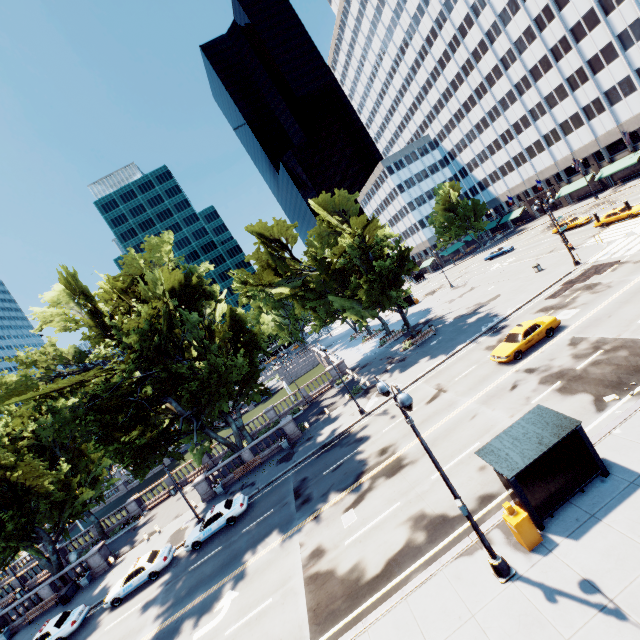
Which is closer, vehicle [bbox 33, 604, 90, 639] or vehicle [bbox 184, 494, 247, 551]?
vehicle [bbox 33, 604, 90, 639]

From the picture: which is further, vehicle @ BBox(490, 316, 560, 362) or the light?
vehicle @ BBox(490, 316, 560, 362)

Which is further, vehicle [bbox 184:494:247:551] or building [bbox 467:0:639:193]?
building [bbox 467:0:639:193]

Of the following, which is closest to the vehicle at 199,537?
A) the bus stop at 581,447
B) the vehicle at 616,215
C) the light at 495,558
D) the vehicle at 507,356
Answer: the light at 495,558

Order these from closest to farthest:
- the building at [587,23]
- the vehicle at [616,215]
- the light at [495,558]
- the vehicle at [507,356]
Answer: the light at [495,558], the vehicle at [507,356], the vehicle at [616,215], the building at [587,23]

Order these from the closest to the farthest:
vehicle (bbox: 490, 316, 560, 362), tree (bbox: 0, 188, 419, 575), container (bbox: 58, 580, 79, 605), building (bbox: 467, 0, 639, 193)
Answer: vehicle (bbox: 490, 316, 560, 362) → tree (bbox: 0, 188, 419, 575) → container (bbox: 58, 580, 79, 605) → building (bbox: 467, 0, 639, 193)

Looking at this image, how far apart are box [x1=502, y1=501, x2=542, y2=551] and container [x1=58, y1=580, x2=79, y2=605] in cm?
3717

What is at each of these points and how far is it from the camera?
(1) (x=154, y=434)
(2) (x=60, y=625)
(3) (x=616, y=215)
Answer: (1) tree, 22.7m
(2) vehicle, 22.6m
(3) vehicle, 36.6m
